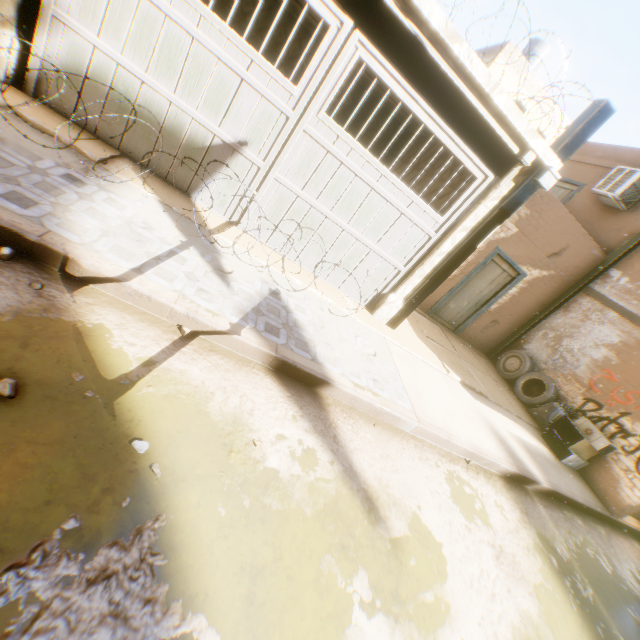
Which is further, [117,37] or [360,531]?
[117,37]

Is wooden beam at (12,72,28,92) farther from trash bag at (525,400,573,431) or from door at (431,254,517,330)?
trash bag at (525,400,573,431)

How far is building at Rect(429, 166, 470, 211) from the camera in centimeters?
593cm

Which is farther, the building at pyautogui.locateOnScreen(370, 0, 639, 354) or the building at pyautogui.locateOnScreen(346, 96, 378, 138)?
the building at pyautogui.locateOnScreen(346, 96, 378, 138)

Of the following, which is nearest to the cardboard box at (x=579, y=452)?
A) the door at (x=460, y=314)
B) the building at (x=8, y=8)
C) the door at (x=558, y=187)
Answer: the building at (x=8, y=8)

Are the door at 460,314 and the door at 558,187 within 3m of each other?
no

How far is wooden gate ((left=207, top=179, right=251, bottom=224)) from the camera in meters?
4.8 m
